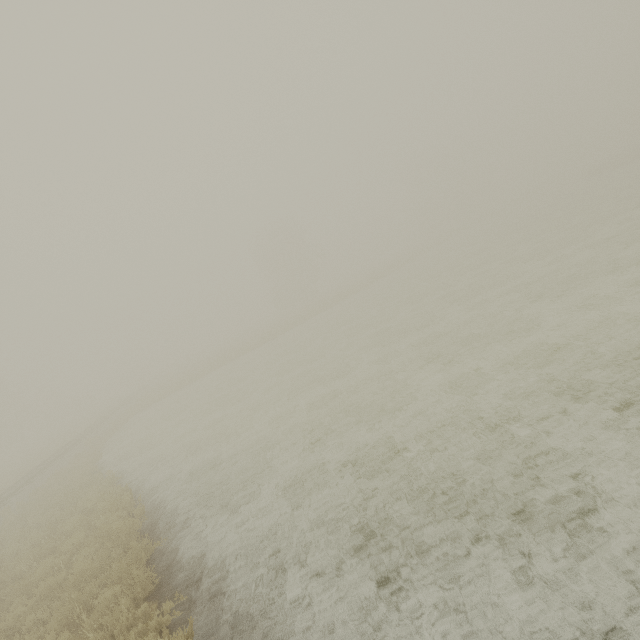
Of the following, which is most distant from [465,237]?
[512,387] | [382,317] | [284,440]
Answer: [284,440]
